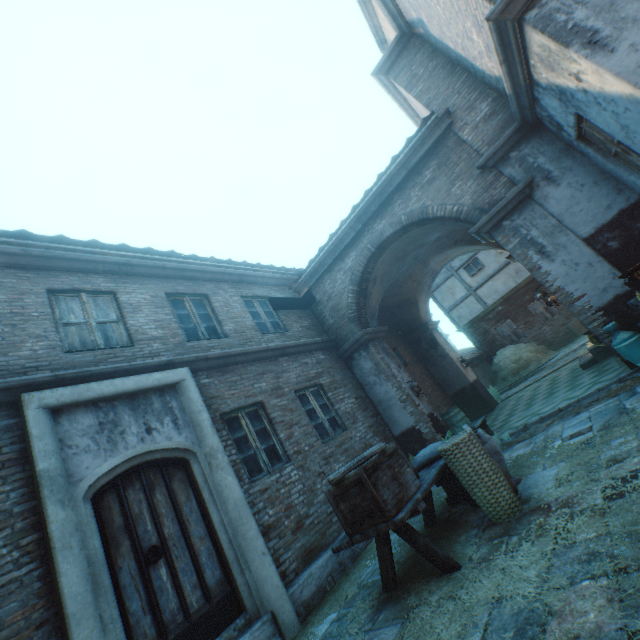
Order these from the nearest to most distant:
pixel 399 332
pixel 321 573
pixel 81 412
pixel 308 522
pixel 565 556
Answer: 1. pixel 565 556
2. pixel 81 412
3. pixel 321 573
4. pixel 308 522
5. pixel 399 332

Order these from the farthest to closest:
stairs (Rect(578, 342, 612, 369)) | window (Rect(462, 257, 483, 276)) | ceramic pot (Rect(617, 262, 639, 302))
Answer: window (Rect(462, 257, 483, 276)) → stairs (Rect(578, 342, 612, 369)) → ceramic pot (Rect(617, 262, 639, 302))

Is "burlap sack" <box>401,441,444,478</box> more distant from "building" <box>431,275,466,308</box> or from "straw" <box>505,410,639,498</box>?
"building" <box>431,275,466,308</box>

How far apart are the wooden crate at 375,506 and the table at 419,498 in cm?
0

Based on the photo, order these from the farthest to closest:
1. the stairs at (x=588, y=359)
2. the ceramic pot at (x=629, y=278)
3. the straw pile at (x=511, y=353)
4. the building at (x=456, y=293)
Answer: the building at (x=456, y=293)
the straw pile at (x=511, y=353)
the stairs at (x=588, y=359)
the ceramic pot at (x=629, y=278)

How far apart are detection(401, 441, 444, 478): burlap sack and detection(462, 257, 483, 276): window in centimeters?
1652cm

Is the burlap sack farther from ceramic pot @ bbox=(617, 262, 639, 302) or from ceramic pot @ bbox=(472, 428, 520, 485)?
ceramic pot @ bbox=(617, 262, 639, 302)

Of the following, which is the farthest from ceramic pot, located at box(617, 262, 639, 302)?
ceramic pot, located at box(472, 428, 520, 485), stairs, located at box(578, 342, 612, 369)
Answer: stairs, located at box(578, 342, 612, 369)
